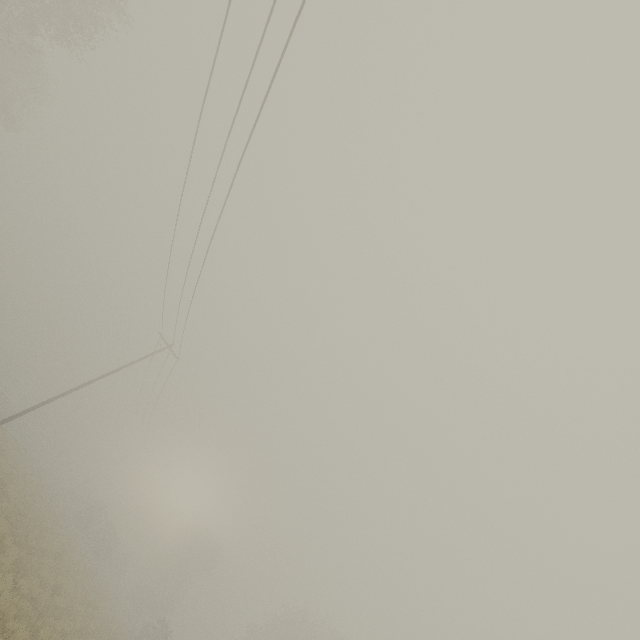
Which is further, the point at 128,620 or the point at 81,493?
the point at 81,493
